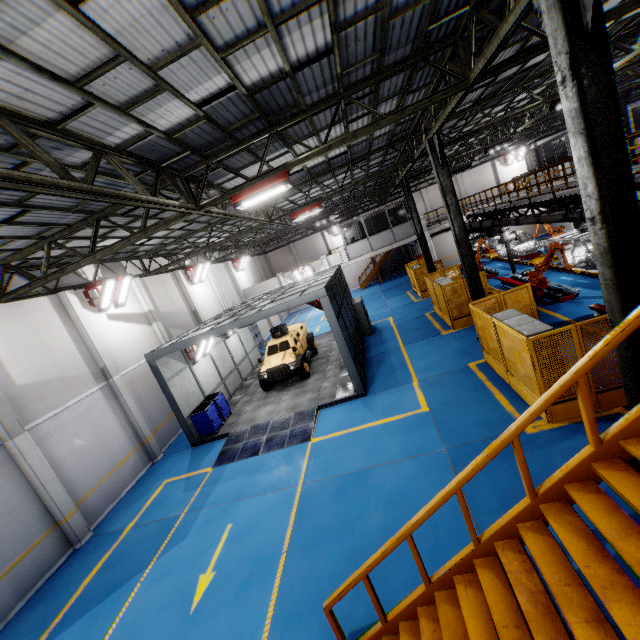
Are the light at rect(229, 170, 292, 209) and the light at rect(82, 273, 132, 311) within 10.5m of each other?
yes

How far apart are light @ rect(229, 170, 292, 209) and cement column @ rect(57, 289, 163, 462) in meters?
8.6

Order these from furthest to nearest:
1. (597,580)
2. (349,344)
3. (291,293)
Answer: (291,293)
(349,344)
(597,580)

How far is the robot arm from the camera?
14.9m

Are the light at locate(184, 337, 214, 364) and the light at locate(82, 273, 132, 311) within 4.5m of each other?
yes

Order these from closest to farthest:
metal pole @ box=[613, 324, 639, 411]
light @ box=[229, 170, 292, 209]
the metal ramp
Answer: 1. metal pole @ box=[613, 324, 639, 411]
2. light @ box=[229, 170, 292, 209]
3. the metal ramp

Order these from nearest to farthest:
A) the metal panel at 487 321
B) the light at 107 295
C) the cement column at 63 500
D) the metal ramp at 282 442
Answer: the metal panel at 487 321, the cement column at 63 500, the metal ramp at 282 442, the light at 107 295

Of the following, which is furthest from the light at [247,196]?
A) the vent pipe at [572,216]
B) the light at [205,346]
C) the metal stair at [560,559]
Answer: the vent pipe at [572,216]
